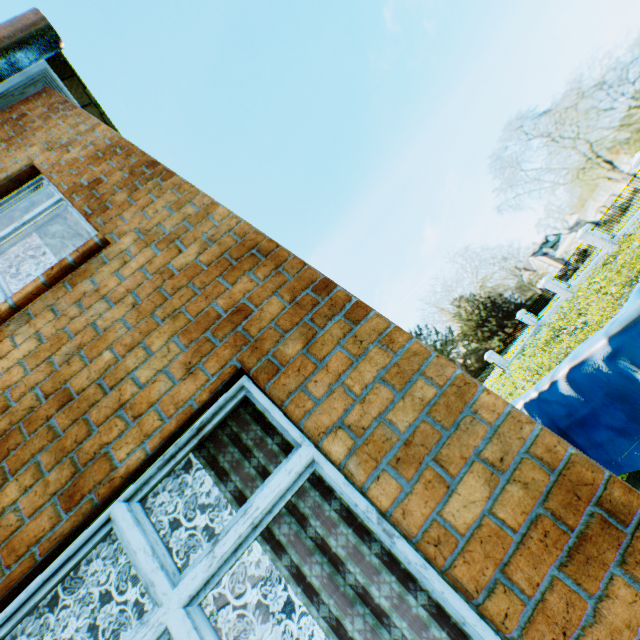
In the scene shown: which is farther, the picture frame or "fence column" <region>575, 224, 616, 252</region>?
"fence column" <region>575, 224, 616, 252</region>

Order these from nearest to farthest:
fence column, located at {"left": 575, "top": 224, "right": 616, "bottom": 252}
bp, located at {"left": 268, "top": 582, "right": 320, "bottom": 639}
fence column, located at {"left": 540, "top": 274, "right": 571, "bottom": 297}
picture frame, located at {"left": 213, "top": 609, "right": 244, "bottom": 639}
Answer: picture frame, located at {"left": 213, "top": 609, "right": 244, "bottom": 639}, bp, located at {"left": 268, "top": 582, "right": 320, "bottom": 639}, fence column, located at {"left": 575, "top": 224, "right": 616, "bottom": 252}, fence column, located at {"left": 540, "top": 274, "right": 571, "bottom": 297}

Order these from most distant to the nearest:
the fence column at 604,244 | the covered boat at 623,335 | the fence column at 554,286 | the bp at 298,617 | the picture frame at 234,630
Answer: the fence column at 554,286 < the fence column at 604,244 < the bp at 298,617 < the picture frame at 234,630 < the covered boat at 623,335

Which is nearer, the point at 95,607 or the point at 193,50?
the point at 95,607

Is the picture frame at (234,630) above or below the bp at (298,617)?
above

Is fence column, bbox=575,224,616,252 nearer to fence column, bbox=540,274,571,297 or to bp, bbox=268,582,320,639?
fence column, bbox=540,274,571,297

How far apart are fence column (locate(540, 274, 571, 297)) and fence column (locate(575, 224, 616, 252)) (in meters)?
4.77

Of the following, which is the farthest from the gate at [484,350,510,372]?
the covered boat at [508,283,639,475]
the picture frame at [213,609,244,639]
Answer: the picture frame at [213,609,244,639]
